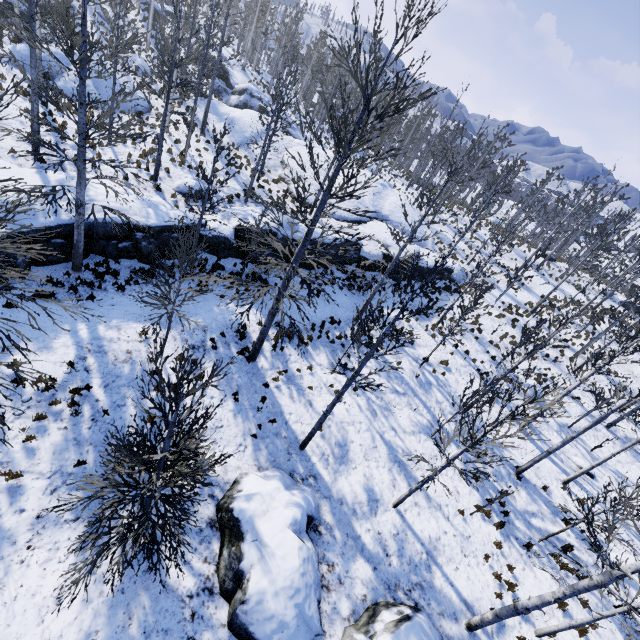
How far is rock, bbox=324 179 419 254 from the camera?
22.69m

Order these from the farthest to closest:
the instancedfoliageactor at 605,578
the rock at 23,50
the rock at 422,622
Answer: the rock at 23,50
the rock at 422,622
the instancedfoliageactor at 605,578

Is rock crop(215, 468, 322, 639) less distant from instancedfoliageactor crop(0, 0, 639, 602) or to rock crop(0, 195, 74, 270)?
instancedfoliageactor crop(0, 0, 639, 602)

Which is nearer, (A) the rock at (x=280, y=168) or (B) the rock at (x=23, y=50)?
(B) the rock at (x=23, y=50)

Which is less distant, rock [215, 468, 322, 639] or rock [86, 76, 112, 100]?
rock [215, 468, 322, 639]

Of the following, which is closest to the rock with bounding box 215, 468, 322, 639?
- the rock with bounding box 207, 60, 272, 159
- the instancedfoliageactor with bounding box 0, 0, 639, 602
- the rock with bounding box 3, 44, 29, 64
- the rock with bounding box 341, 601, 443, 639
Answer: the rock with bounding box 341, 601, 443, 639

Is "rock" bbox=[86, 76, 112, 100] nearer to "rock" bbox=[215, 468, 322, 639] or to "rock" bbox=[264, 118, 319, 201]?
"rock" bbox=[264, 118, 319, 201]

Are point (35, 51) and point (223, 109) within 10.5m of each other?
no
